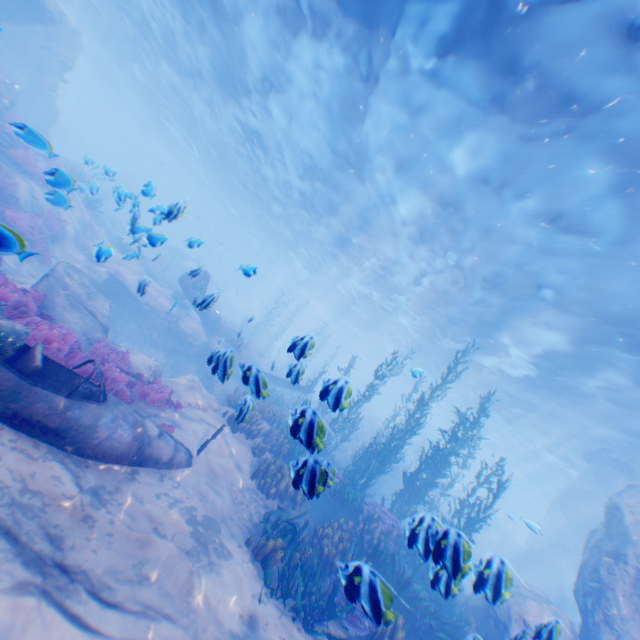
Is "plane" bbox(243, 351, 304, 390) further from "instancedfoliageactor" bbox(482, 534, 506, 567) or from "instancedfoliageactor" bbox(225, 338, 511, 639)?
"instancedfoliageactor" bbox(482, 534, 506, 567)

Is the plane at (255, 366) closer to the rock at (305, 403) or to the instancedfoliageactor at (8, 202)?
the rock at (305, 403)

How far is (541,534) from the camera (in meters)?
28.08

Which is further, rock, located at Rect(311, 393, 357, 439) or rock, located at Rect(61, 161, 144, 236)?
rock, located at Rect(61, 161, 144, 236)

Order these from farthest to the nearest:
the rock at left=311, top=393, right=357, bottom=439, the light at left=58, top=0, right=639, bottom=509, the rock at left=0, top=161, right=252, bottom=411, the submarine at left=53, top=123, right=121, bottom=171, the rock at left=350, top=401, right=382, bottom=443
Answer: the rock at left=350, top=401, right=382, bottom=443, the submarine at left=53, top=123, right=121, bottom=171, the light at left=58, top=0, right=639, bottom=509, the rock at left=0, top=161, right=252, bottom=411, the rock at left=311, top=393, right=357, bottom=439

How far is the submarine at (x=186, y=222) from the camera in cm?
605

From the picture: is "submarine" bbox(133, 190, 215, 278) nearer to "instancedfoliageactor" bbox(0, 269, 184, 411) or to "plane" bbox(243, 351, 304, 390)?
"plane" bbox(243, 351, 304, 390)
